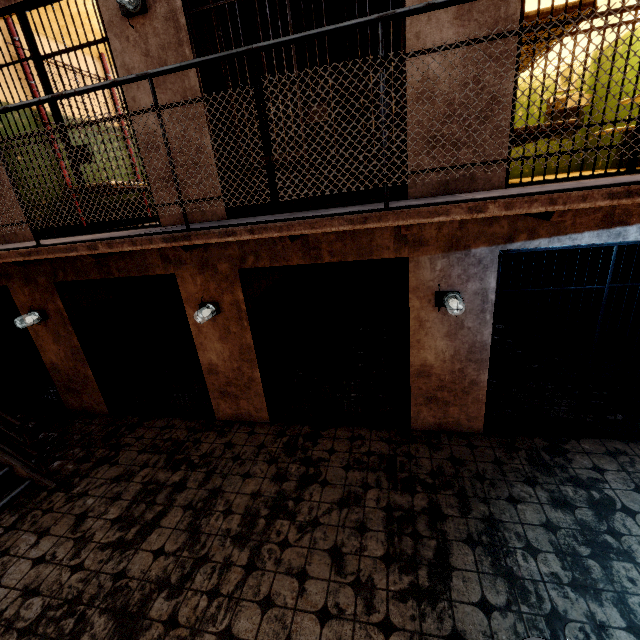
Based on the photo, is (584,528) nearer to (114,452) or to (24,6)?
(114,452)

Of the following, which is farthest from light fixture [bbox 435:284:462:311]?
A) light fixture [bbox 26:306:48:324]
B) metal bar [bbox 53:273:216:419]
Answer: light fixture [bbox 26:306:48:324]

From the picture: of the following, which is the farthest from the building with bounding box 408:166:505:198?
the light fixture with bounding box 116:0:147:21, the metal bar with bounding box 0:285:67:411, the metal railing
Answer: the metal railing

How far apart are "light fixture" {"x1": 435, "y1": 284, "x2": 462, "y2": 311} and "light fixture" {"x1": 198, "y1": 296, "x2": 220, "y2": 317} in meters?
2.7

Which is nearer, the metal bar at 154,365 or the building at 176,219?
the building at 176,219

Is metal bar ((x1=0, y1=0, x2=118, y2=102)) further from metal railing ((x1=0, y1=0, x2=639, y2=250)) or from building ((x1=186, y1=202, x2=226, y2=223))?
metal railing ((x1=0, y1=0, x2=639, y2=250))

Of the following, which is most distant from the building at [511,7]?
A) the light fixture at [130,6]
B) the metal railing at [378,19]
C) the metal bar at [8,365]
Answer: the metal railing at [378,19]

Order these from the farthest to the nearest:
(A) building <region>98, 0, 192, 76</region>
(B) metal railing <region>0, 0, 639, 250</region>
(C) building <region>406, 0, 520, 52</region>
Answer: (A) building <region>98, 0, 192, 76</region> → (C) building <region>406, 0, 520, 52</region> → (B) metal railing <region>0, 0, 639, 250</region>
